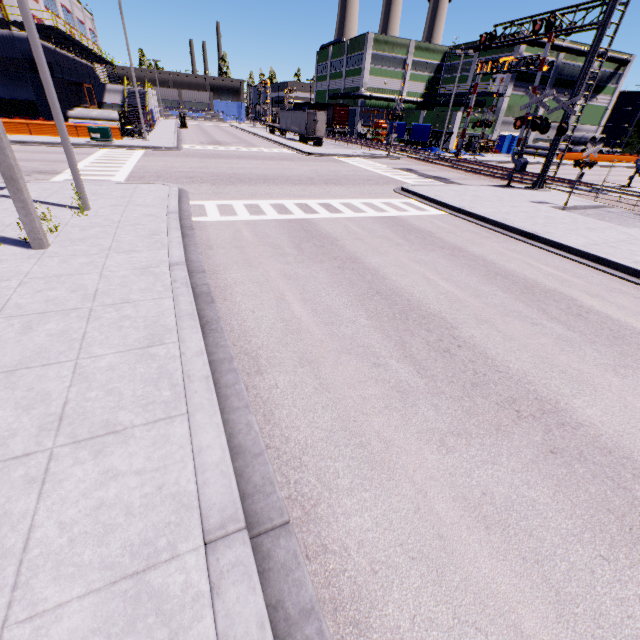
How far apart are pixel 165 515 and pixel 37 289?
5.3m

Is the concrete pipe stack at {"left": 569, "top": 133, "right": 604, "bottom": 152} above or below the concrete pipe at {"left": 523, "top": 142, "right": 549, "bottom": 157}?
above

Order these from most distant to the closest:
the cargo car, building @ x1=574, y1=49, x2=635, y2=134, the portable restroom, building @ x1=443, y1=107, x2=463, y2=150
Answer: the cargo car → building @ x1=574, y1=49, x2=635, y2=134 → the portable restroom → building @ x1=443, y1=107, x2=463, y2=150

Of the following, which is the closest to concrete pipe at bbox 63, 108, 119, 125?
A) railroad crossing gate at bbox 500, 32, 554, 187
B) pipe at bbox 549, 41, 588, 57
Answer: pipe at bbox 549, 41, 588, 57

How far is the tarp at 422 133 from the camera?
41.7 meters

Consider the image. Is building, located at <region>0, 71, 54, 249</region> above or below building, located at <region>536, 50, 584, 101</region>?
below

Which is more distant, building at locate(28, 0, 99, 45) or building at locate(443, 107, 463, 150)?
building at locate(443, 107, 463, 150)

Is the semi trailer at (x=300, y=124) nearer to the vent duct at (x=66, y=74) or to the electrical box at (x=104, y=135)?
the vent duct at (x=66, y=74)
